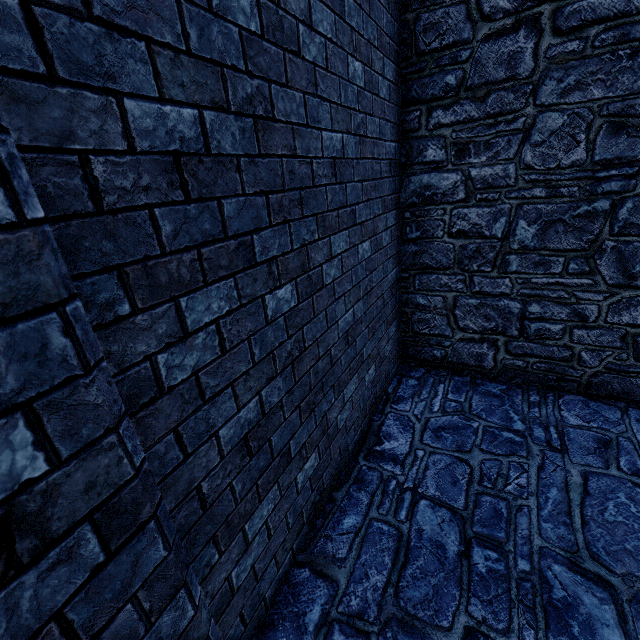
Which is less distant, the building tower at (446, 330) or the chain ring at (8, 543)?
the chain ring at (8, 543)

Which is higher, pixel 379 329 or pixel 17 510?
pixel 17 510

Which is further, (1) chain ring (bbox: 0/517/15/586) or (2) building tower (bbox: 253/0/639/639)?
(2) building tower (bbox: 253/0/639/639)
